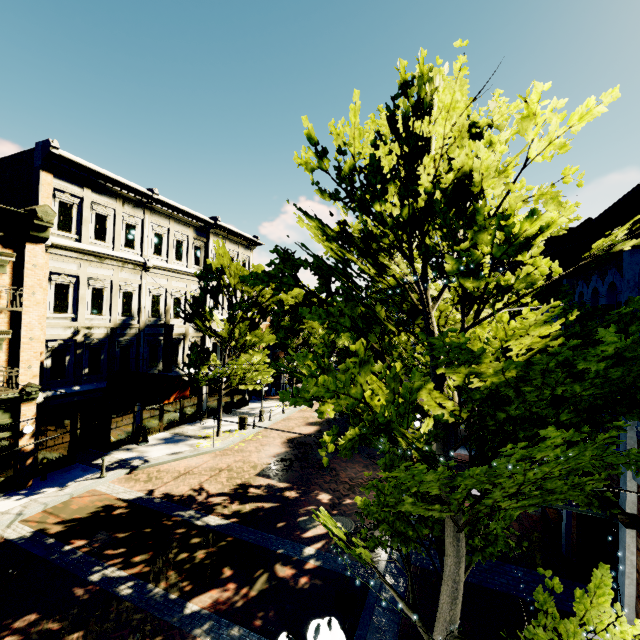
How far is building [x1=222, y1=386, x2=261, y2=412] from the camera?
25.1 meters

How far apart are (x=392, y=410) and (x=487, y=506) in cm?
185

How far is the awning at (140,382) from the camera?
15.3m

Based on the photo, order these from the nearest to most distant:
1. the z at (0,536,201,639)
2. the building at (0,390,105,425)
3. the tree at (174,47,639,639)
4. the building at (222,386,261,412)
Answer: the tree at (174,47,639,639), the z at (0,536,201,639), the building at (0,390,105,425), the building at (222,386,261,412)

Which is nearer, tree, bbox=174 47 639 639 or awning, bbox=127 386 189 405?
tree, bbox=174 47 639 639

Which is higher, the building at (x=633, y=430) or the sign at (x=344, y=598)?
the building at (x=633, y=430)

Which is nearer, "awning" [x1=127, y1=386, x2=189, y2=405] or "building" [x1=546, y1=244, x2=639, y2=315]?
"building" [x1=546, y1=244, x2=639, y2=315]
